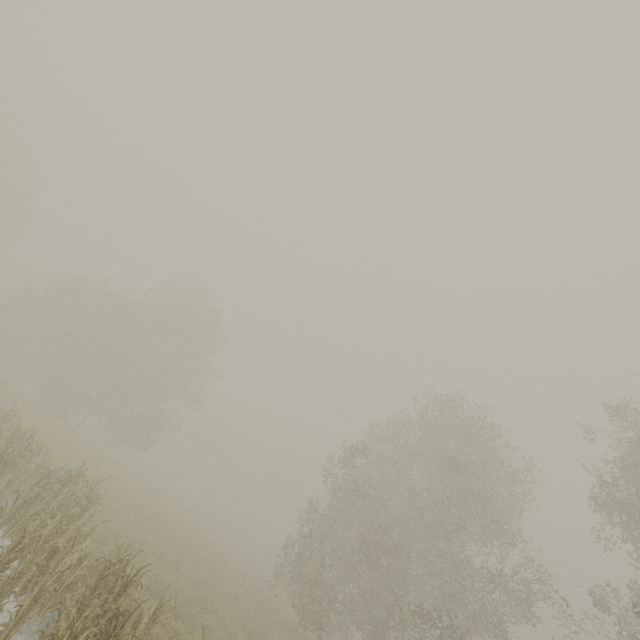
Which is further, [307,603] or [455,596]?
[307,603]
